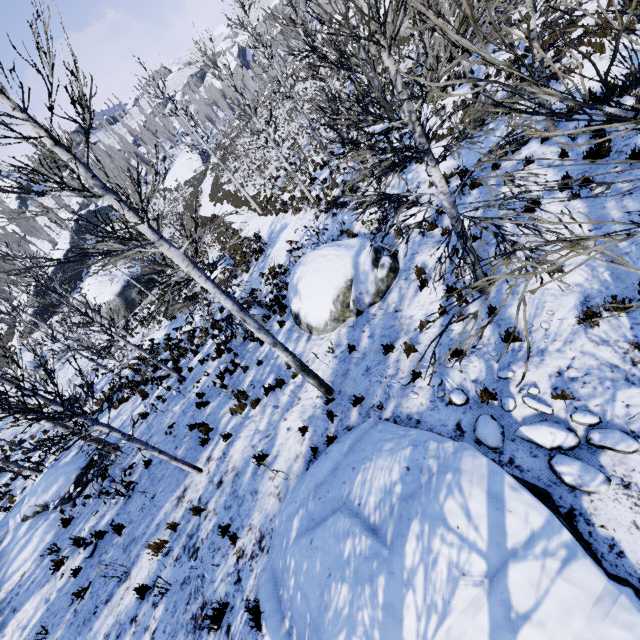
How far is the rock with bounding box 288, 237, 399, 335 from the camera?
9.19m

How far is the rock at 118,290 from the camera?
28.1 meters

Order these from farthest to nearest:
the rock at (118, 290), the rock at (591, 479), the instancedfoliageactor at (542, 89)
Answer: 1. the rock at (118, 290)
2. the rock at (591, 479)
3. the instancedfoliageactor at (542, 89)

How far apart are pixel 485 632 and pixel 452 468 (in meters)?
1.54

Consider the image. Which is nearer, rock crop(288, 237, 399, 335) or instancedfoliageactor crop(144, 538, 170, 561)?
instancedfoliageactor crop(144, 538, 170, 561)

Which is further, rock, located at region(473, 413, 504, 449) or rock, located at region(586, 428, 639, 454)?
rock, located at region(473, 413, 504, 449)

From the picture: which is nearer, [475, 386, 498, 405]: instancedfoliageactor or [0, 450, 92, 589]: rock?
[475, 386, 498, 405]: instancedfoliageactor

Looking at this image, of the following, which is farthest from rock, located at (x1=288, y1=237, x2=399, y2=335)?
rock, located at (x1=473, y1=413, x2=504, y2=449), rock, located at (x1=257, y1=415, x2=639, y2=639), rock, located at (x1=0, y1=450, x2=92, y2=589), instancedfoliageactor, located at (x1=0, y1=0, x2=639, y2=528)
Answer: instancedfoliageactor, located at (x1=0, y1=0, x2=639, y2=528)
